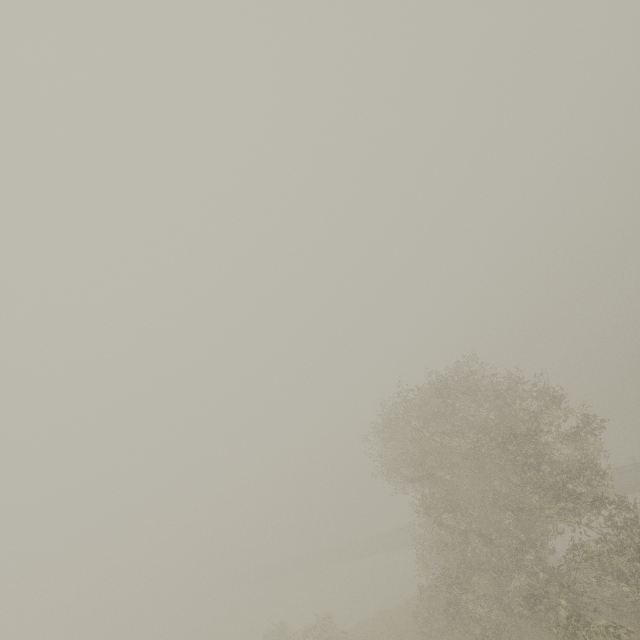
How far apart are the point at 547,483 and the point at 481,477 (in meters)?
4.63
